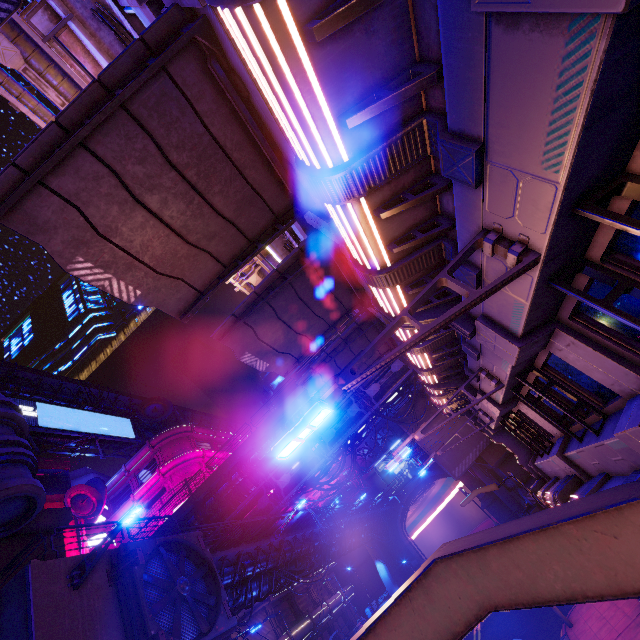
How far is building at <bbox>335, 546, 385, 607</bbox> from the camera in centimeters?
4753cm

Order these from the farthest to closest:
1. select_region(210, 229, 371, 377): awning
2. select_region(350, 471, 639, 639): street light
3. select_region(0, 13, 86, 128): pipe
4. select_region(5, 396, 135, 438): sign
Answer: select_region(5, 396, 135, 438): sign
select_region(0, 13, 86, 128): pipe
select_region(210, 229, 371, 377): awning
select_region(350, 471, 639, 639): street light

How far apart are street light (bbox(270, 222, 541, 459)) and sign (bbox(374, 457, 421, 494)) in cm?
5627

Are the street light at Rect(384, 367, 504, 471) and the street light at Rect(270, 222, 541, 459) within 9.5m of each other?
yes

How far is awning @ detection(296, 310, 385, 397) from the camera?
12.7m

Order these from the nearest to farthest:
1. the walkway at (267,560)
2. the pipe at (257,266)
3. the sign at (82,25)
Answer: the sign at (82,25) → the walkway at (267,560) → the pipe at (257,266)

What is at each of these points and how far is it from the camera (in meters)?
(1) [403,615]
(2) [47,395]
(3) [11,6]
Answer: (1) street light, 0.97
(2) walkway, 41.44
(3) awning, 5.54

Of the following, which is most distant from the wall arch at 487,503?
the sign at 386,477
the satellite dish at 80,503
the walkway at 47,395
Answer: the satellite dish at 80,503
